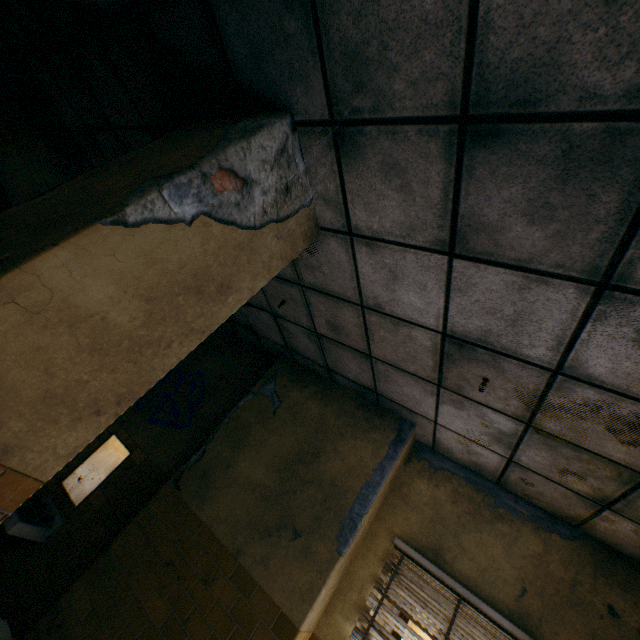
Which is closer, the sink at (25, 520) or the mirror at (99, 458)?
the sink at (25, 520)

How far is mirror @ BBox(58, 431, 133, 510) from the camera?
3.9m

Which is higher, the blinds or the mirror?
the blinds

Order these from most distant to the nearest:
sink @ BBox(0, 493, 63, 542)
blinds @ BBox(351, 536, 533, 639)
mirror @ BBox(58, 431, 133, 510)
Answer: mirror @ BBox(58, 431, 133, 510) → sink @ BBox(0, 493, 63, 542) → blinds @ BBox(351, 536, 533, 639)

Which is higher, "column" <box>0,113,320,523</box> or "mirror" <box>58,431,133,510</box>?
"column" <box>0,113,320,523</box>

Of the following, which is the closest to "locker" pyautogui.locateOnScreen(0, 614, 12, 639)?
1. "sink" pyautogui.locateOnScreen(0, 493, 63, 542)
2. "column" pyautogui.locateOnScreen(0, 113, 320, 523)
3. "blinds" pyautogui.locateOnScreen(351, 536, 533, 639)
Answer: "column" pyautogui.locateOnScreen(0, 113, 320, 523)

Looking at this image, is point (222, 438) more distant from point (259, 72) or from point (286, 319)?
point (259, 72)

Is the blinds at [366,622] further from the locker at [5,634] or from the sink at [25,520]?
the sink at [25,520]
